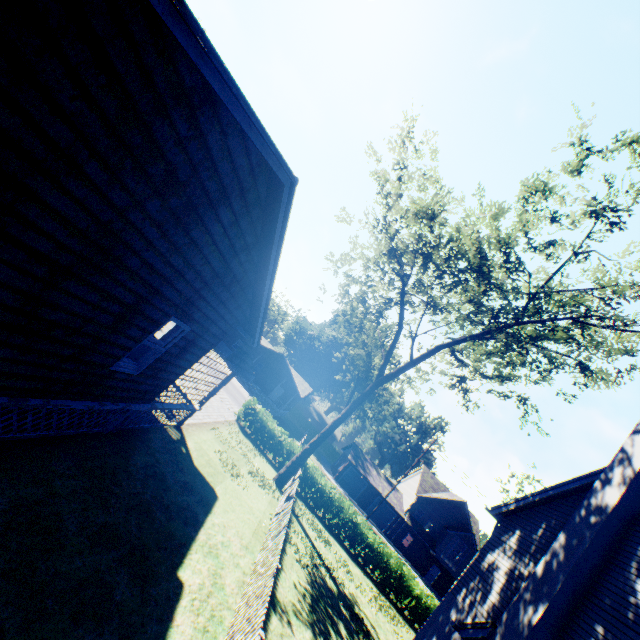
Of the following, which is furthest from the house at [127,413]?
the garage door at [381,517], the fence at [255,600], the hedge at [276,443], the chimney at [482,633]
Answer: the garage door at [381,517]

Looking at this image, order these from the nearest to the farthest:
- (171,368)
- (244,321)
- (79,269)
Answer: (79,269)
(171,368)
(244,321)

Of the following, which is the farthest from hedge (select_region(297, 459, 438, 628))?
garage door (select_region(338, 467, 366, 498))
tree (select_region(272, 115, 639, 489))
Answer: garage door (select_region(338, 467, 366, 498))

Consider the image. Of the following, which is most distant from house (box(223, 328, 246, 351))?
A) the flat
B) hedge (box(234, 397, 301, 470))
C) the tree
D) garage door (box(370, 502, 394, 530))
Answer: the flat

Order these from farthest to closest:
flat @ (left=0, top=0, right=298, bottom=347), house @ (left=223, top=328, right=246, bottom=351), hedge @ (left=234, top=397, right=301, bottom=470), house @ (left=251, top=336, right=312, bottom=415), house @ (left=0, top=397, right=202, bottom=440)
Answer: house @ (left=223, top=328, right=246, bottom=351) → house @ (left=251, top=336, right=312, bottom=415) → hedge @ (left=234, top=397, right=301, bottom=470) → house @ (left=0, top=397, right=202, bottom=440) → flat @ (left=0, top=0, right=298, bottom=347)

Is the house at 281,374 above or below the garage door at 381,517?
above

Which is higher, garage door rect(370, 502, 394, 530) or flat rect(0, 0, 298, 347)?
flat rect(0, 0, 298, 347)

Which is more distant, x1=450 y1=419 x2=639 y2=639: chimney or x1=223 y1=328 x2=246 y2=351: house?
x1=223 y1=328 x2=246 y2=351: house
